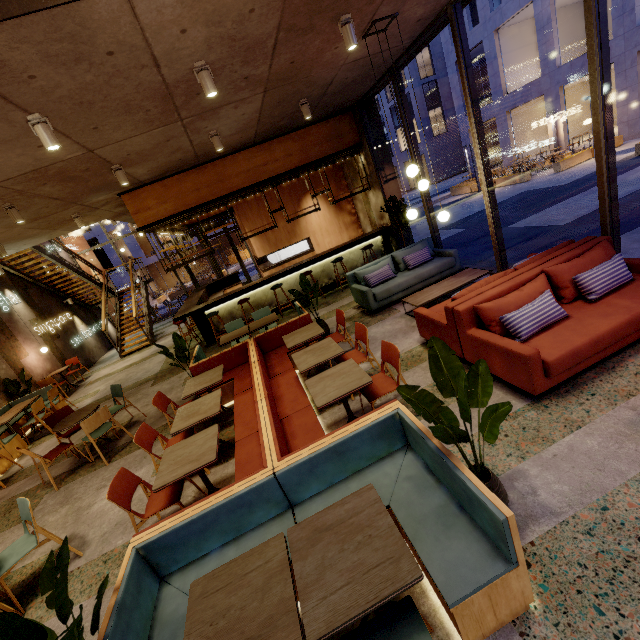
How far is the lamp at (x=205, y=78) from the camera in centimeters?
390cm

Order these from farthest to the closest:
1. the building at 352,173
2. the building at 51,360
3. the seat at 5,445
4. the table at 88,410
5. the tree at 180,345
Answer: the building at 352,173
the building at 51,360
the seat at 5,445
the tree at 180,345
the table at 88,410

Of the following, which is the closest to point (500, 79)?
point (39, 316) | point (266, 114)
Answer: point (266, 114)

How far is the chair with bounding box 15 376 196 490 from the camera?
4.20m

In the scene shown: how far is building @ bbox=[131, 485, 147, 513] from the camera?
4.0 meters

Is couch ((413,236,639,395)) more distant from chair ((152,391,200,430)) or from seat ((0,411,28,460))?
seat ((0,411,28,460))

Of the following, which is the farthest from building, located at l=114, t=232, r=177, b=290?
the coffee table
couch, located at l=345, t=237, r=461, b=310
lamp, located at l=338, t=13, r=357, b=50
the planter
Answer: lamp, located at l=338, t=13, r=357, b=50

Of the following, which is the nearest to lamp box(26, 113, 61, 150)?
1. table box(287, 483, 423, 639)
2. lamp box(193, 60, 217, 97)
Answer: lamp box(193, 60, 217, 97)
